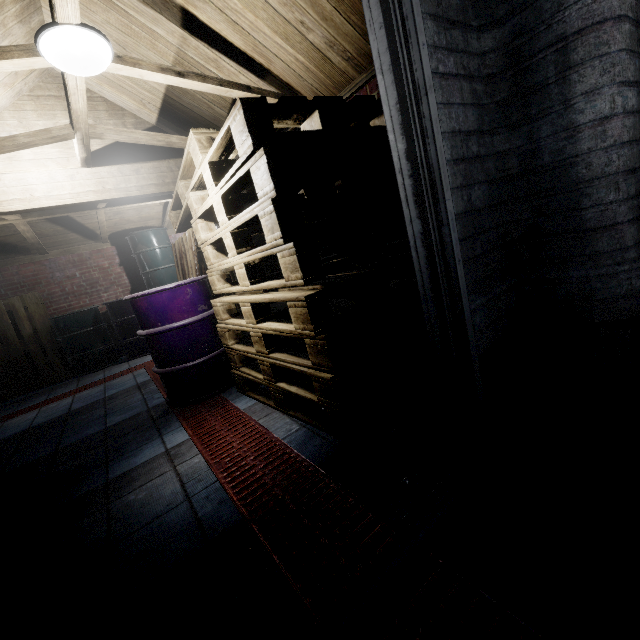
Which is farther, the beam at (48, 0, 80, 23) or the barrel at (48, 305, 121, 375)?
the barrel at (48, 305, 121, 375)

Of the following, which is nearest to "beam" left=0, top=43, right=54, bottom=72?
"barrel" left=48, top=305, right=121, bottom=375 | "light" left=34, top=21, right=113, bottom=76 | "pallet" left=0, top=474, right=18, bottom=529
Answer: "light" left=34, top=21, right=113, bottom=76

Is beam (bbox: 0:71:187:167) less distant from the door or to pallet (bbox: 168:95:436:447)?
pallet (bbox: 168:95:436:447)

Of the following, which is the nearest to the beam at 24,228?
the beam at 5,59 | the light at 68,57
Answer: the beam at 5,59

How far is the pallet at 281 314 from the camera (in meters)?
1.49

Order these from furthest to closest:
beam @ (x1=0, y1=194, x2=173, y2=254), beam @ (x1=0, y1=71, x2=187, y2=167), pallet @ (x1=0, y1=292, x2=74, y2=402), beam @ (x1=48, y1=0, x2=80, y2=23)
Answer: pallet @ (x1=0, y1=292, x2=74, y2=402), beam @ (x1=0, y1=194, x2=173, y2=254), beam @ (x1=0, y1=71, x2=187, y2=167), beam @ (x1=48, y1=0, x2=80, y2=23)

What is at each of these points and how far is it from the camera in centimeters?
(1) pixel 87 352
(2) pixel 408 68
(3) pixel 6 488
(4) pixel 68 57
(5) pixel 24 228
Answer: (1) barrel, 524cm
(2) door, 88cm
(3) pallet, 194cm
(4) light, 158cm
(5) beam, 435cm
